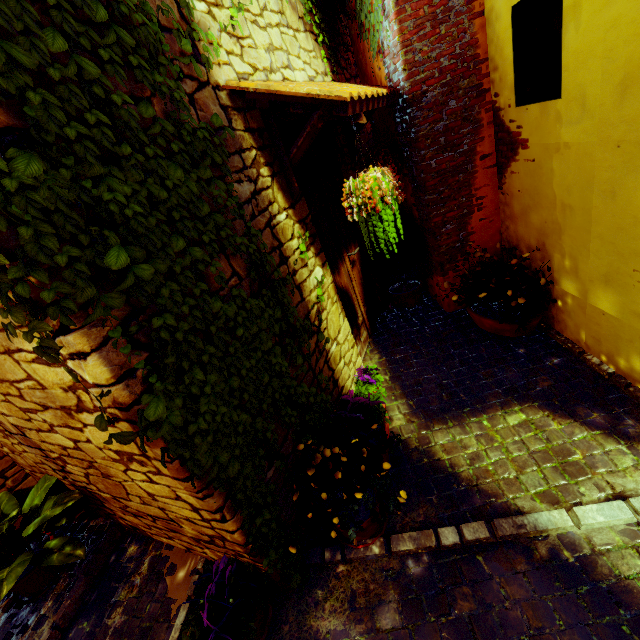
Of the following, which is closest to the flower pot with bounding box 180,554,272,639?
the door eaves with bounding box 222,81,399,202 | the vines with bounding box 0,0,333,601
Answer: the vines with bounding box 0,0,333,601

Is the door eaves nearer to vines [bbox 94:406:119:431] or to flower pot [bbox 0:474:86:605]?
vines [bbox 94:406:119:431]

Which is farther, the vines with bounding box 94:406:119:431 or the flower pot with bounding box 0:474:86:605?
the flower pot with bounding box 0:474:86:605

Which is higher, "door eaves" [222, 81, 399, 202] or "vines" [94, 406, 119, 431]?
"door eaves" [222, 81, 399, 202]

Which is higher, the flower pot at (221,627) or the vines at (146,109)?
the vines at (146,109)

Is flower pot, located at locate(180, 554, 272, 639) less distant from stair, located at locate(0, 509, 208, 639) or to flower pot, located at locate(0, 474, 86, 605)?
stair, located at locate(0, 509, 208, 639)

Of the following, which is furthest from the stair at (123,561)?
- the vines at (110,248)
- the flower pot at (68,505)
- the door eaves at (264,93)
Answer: the door eaves at (264,93)

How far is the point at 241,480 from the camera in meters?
1.7
